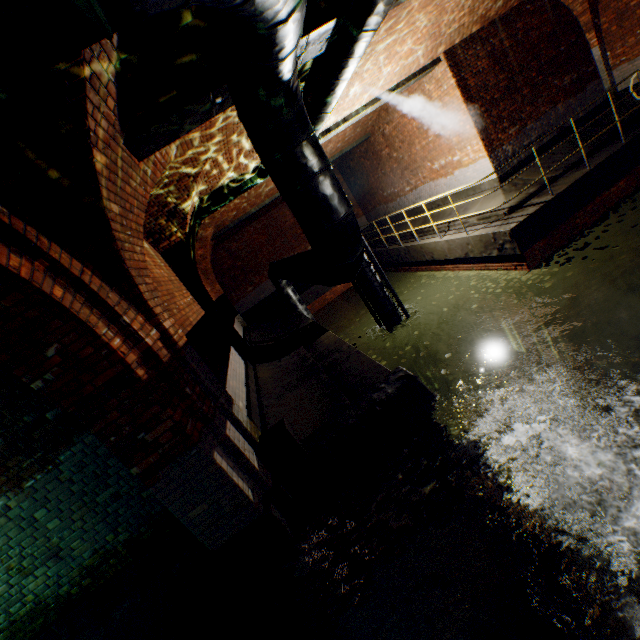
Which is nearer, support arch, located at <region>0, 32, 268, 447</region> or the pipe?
the pipe

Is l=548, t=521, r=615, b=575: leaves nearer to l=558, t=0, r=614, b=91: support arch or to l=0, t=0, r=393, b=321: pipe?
l=0, t=0, r=393, b=321: pipe

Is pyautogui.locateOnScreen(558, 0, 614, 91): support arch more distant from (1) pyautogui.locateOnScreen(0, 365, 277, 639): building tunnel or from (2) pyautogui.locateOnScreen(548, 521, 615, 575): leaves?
(1) pyautogui.locateOnScreen(0, 365, 277, 639): building tunnel

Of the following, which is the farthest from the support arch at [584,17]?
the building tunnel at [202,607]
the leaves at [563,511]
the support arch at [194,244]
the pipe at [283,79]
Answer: the building tunnel at [202,607]

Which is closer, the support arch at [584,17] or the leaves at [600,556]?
the leaves at [600,556]

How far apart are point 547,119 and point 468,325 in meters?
6.9 m
